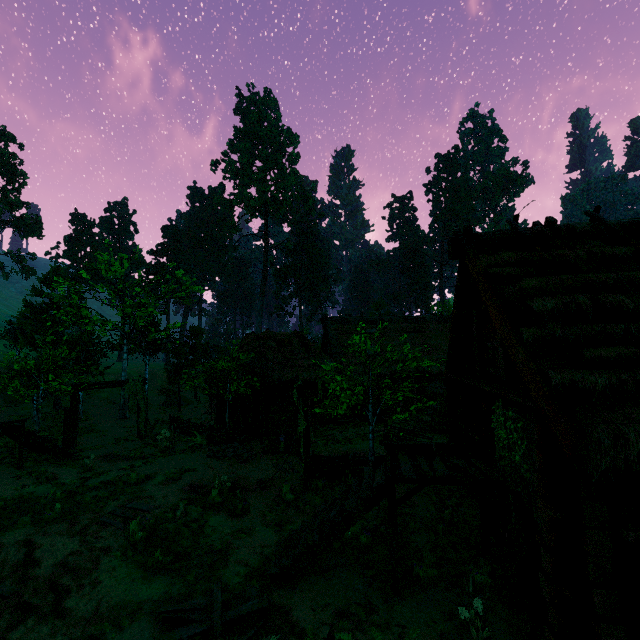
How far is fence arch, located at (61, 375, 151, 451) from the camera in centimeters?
1700cm

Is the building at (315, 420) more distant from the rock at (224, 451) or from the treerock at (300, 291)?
the rock at (224, 451)

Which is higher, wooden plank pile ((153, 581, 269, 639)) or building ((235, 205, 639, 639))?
building ((235, 205, 639, 639))

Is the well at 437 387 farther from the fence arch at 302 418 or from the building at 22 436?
the fence arch at 302 418

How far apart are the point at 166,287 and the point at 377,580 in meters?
28.1

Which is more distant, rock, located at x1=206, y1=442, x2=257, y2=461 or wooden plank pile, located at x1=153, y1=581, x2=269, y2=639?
rock, located at x1=206, y1=442, x2=257, y2=461

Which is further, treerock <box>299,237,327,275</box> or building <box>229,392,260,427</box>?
treerock <box>299,237,327,275</box>
